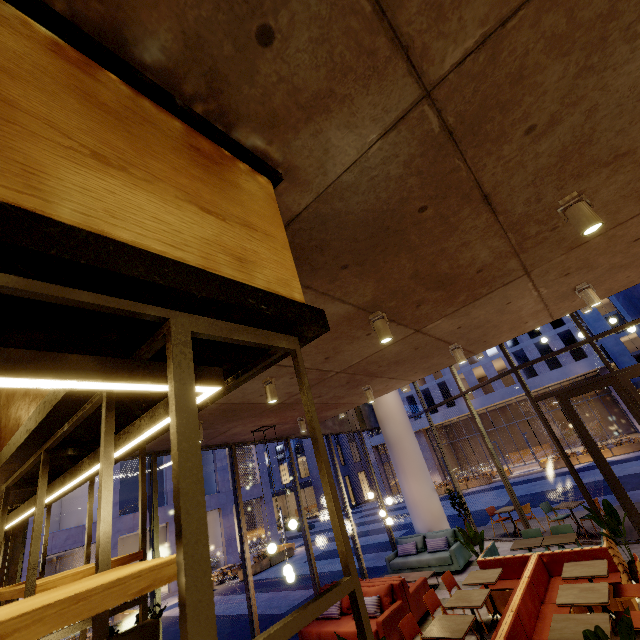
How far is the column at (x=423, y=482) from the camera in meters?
11.0

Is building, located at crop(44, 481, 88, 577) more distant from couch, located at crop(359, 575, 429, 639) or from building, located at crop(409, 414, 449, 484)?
couch, located at crop(359, 575, 429, 639)

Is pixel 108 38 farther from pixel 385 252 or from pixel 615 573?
pixel 615 573

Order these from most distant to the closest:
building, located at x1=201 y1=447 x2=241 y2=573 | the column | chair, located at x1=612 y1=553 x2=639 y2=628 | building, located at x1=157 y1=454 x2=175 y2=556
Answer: building, located at x1=201 y1=447 x2=241 y2=573 < building, located at x1=157 y1=454 x2=175 y2=556 < the column < chair, located at x1=612 y1=553 x2=639 y2=628

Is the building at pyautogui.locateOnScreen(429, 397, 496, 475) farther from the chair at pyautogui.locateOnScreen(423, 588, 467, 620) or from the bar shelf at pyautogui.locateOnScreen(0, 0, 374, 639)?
the bar shelf at pyautogui.locateOnScreen(0, 0, 374, 639)

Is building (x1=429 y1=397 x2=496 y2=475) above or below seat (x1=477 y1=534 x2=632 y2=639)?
above

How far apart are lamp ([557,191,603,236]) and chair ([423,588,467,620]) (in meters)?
6.41

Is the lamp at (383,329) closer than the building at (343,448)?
Yes
